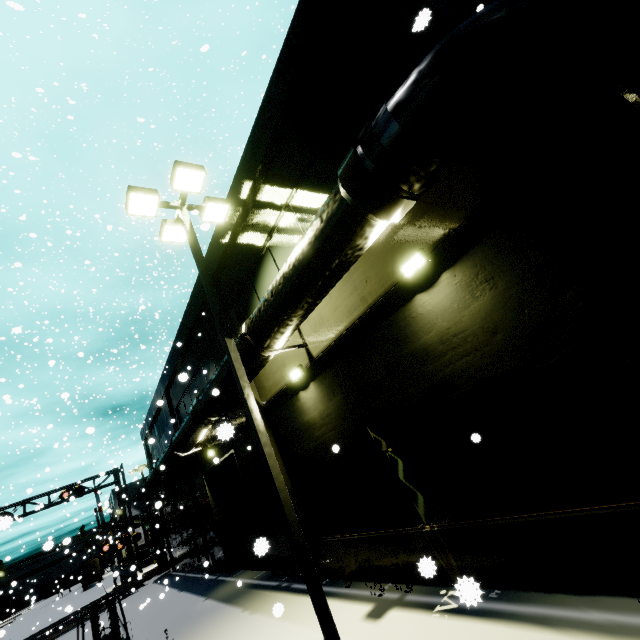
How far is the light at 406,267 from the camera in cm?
519

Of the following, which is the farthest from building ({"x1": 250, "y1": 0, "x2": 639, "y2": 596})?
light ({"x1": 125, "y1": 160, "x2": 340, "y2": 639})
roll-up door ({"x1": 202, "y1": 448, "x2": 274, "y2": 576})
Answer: light ({"x1": 125, "y1": 160, "x2": 340, "y2": 639})

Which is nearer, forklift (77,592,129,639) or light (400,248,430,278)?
light (400,248,430,278)

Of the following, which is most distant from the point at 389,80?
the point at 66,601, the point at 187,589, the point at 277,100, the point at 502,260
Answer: the point at 66,601

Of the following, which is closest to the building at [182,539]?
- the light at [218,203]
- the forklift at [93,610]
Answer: the light at [218,203]

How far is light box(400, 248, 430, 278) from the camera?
5.19m

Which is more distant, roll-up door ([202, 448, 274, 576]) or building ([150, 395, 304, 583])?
roll-up door ([202, 448, 274, 576])

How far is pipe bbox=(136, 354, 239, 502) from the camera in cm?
894
